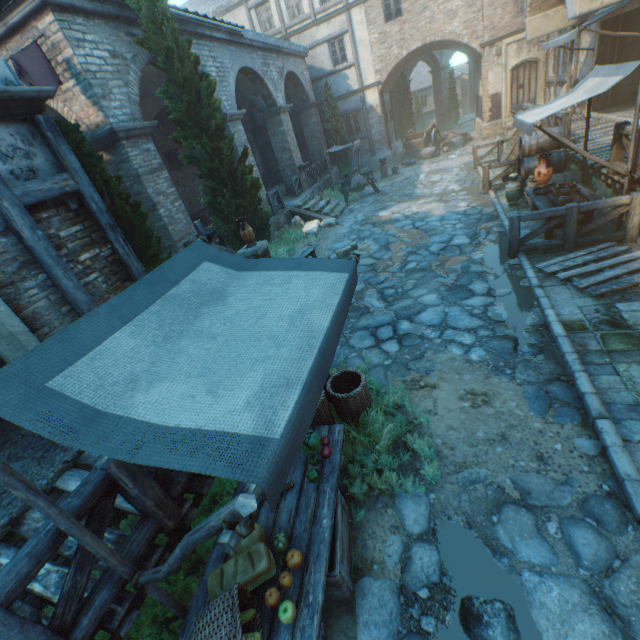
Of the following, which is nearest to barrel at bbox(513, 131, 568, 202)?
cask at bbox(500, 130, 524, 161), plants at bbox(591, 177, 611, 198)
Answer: plants at bbox(591, 177, 611, 198)

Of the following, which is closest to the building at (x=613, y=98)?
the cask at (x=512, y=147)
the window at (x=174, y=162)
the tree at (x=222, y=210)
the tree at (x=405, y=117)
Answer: the tree at (x=222, y=210)

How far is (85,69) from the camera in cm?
707

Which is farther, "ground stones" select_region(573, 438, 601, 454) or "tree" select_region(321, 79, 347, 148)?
"tree" select_region(321, 79, 347, 148)

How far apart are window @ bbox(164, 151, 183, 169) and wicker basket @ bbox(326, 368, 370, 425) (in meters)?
16.13

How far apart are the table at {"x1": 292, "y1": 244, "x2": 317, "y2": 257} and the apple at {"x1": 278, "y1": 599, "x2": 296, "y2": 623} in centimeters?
806cm

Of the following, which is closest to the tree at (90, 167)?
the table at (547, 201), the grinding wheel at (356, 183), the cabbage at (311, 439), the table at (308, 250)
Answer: the table at (308, 250)

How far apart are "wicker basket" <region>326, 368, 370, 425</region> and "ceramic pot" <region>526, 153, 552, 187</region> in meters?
7.4 m
